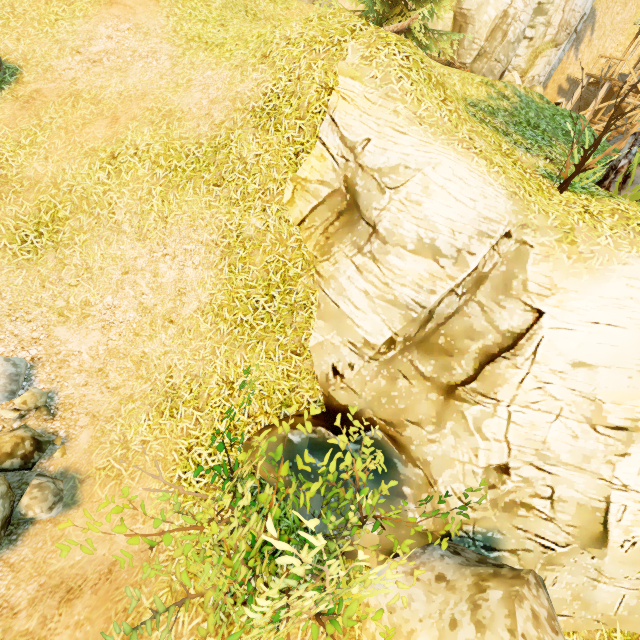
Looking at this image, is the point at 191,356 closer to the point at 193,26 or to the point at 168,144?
the point at 168,144

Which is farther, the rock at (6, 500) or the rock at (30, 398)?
the rock at (30, 398)

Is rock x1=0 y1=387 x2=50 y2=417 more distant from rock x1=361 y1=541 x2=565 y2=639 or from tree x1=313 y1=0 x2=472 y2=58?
tree x1=313 y1=0 x2=472 y2=58

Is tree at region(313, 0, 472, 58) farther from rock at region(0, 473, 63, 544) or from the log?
rock at region(0, 473, 63, 544)

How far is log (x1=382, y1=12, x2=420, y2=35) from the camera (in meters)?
9.47

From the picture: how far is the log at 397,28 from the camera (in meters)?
9.47

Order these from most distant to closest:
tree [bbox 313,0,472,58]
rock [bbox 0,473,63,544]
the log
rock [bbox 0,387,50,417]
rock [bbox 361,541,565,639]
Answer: tree [bbox 313,0,472,58] < the log < rock [bbox 0,387,50,417] < rock [bbox 0,473,63,544] < rock [bbox 361,541,565,639]

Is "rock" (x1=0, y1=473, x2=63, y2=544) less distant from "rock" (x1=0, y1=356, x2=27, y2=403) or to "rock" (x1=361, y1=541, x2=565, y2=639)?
"rock" (x1=0, y1=356, x2=27, y2=403)
